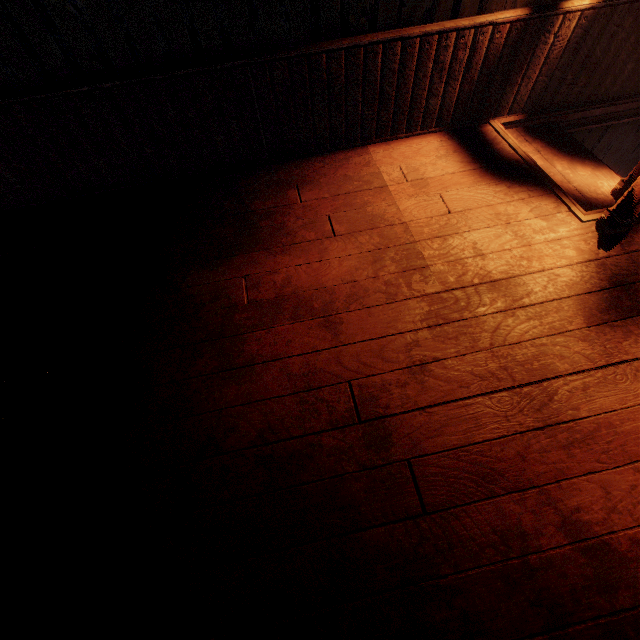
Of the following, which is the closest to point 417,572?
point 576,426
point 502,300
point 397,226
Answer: point 576,426
